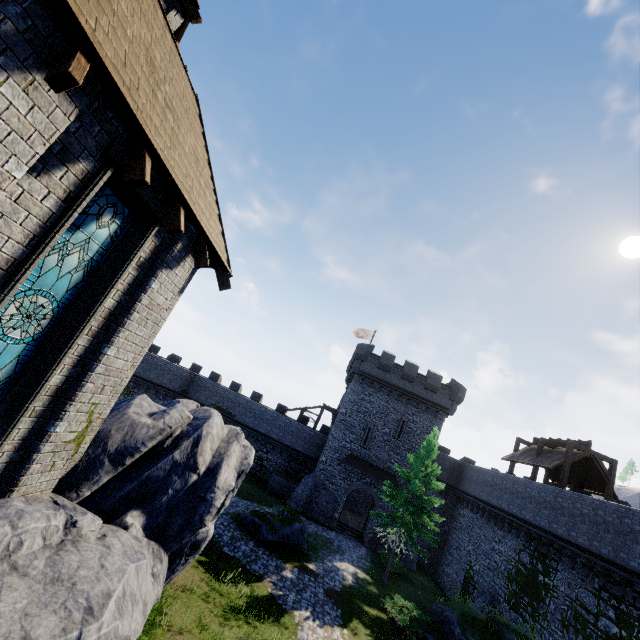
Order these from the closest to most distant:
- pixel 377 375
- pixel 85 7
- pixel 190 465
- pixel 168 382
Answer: pixel 85 7 → pixel 190 465 → pixel 377 375 → pixel 168 382

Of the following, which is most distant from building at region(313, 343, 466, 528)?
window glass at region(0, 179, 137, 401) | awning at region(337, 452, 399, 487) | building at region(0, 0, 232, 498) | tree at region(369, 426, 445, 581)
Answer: window glass at region(0, 179, 137, 401)

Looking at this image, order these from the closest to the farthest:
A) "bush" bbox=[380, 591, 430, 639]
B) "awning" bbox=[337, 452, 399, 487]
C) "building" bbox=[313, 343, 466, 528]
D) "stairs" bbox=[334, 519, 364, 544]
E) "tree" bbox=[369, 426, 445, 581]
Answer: "bush" bbox=[380, 591, 430, 639] → "tree" bbox=[369, 426, 445, 581] → "stairs" bbox=[334, 519, 364, 544] → "awning" bbox=[337, 452, 399, 487] → "building" bbox=[313, 343, 466, 528]

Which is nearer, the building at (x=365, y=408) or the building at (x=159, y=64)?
the building at (x=159, y=64)

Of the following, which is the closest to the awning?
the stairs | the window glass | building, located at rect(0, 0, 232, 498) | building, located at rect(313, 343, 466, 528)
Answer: building, located at rect(313, 343, 466, 528)

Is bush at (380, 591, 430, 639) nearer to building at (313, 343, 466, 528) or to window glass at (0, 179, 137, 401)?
building at (313, 343, 466, 528)

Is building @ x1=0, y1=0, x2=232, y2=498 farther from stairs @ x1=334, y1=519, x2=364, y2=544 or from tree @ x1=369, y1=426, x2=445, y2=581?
stairs @ x1=334, y1=519, x2=364, y2=544

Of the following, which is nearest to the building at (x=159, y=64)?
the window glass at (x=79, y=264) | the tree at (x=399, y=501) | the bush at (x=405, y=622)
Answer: the window glass at (x=79, y=264)
